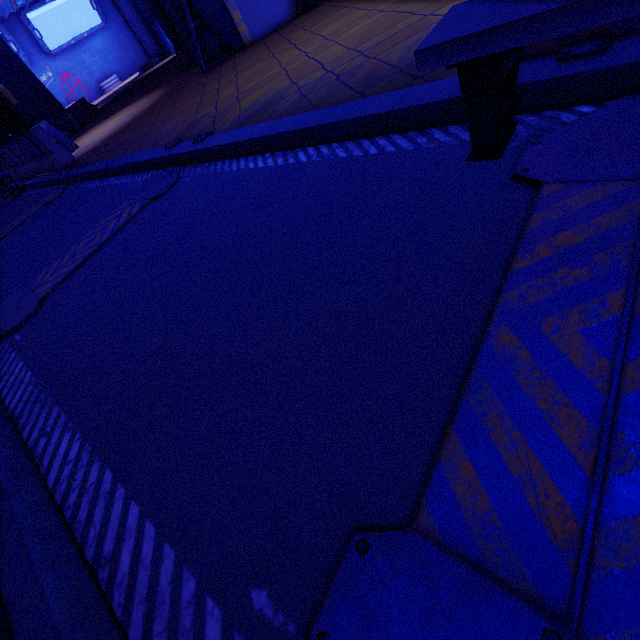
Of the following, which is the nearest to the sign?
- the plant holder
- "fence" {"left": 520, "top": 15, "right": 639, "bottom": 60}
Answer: the plant holder

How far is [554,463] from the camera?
0.9 meters

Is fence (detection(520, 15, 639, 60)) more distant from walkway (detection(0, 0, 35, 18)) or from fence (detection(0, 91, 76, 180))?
walkway (detection(0, 0, 35, 18))

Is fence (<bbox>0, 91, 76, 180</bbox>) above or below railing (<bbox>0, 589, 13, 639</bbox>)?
above

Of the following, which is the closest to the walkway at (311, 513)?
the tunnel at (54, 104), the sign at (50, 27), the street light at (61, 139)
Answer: the street light at (61, 139)

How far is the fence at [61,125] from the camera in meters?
15.0

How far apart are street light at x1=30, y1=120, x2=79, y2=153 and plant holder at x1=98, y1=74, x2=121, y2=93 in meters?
31.9

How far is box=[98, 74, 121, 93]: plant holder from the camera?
33.56m
